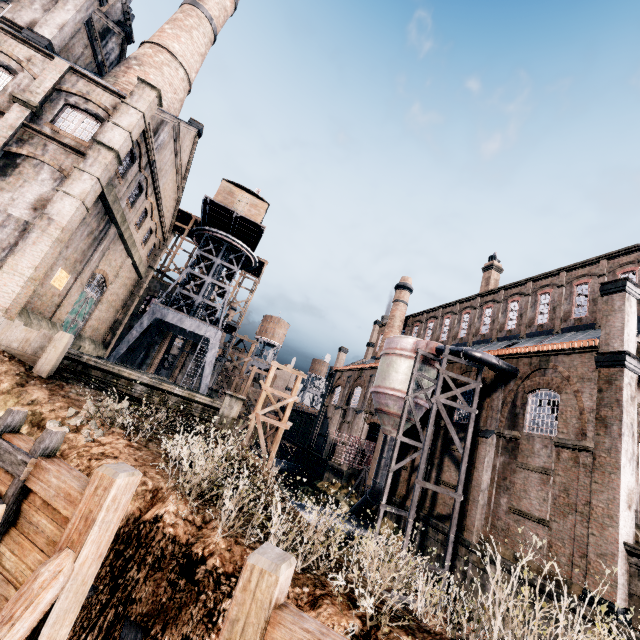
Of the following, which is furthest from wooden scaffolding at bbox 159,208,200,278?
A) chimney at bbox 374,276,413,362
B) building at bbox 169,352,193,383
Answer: chimney at bbox 374,276,413,362

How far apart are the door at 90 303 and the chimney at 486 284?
36.7 meters

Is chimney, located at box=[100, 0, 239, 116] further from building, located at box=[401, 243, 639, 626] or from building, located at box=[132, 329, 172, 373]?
building, located at box=[401, 243, 639, 626]

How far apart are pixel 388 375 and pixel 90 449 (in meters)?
21.15

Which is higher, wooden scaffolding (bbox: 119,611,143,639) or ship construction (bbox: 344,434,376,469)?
ship construction (bbox: 344,434,376,469)

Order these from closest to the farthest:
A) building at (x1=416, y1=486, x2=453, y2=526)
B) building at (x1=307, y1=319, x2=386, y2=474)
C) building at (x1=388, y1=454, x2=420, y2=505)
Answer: building at (x1=416, y1=486, x2=453, y2=526), building at (x1=388, y1=454, x2=420, y2=505), building at (x1=307, y1=319, x2=386, y2=474)

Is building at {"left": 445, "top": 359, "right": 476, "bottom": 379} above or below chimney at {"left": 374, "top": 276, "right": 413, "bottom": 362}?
below

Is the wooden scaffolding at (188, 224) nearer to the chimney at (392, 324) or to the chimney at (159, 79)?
the chimney at (159, 79)
